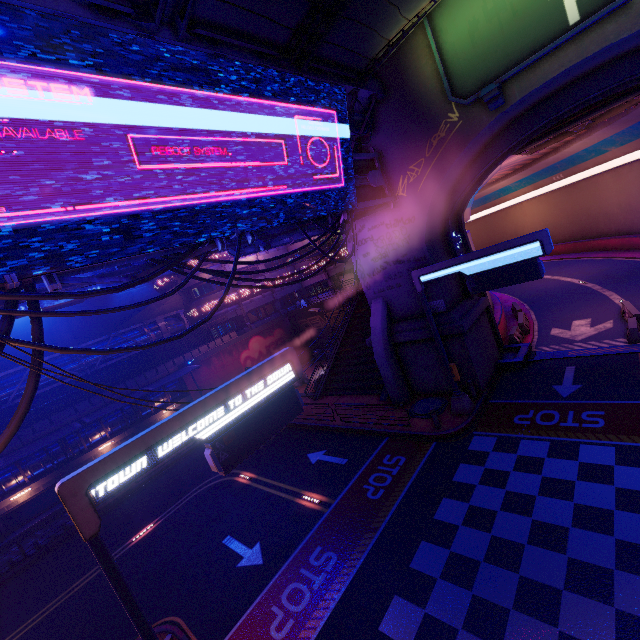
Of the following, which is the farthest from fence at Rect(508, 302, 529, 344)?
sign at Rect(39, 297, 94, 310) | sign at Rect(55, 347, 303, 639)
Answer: sign at Rect(39, 297, 94, 310)

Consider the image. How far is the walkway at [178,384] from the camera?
28.3 meters

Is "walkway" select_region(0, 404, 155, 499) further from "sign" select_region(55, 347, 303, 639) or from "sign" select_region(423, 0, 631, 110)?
"sign" select_region(423, 0, 631, 110)

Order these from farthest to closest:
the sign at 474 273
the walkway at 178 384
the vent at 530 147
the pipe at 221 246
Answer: the walkway at 178 384, the vent at 530 147, the sign at 474 273, the pipe at 221 246

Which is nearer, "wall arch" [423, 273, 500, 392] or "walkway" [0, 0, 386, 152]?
"walkway" [0, 0, 386, 152]

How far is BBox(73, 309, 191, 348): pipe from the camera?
25.0 meters

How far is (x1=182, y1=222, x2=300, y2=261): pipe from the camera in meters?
8.9

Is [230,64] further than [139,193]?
Yes
